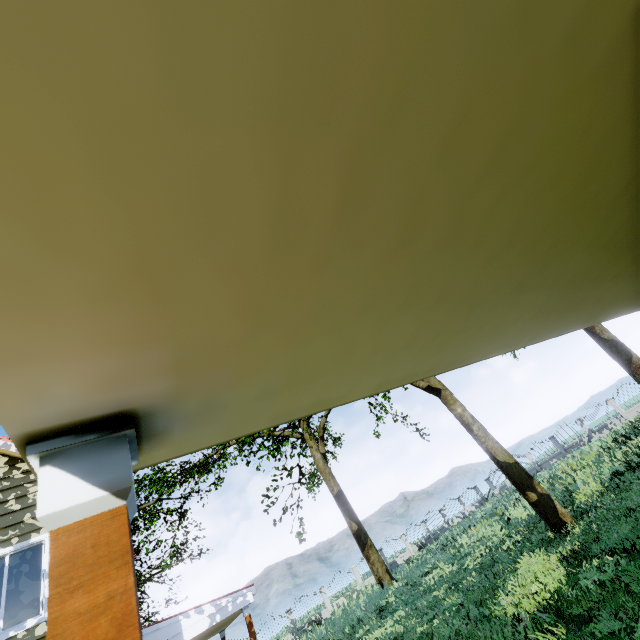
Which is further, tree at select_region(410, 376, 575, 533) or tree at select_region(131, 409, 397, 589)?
tree at select_region(131, 409, 397, 589)

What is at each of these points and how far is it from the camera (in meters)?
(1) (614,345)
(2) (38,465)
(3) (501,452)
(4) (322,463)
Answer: (1) tree, 14.95
(2) pillar, 0.71
(3) tree, 12.06
(4) tree, 25.55

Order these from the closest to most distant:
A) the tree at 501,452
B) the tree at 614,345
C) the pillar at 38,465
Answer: the pillar at 38,465 → the tree at 501,452 → the tree at 614,345

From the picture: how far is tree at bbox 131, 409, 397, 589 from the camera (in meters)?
14.74

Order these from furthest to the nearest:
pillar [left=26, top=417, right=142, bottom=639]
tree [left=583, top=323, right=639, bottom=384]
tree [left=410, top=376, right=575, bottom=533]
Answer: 1. tree [left=583, top=323, right=639, bottom=384]
2. tree [left=410, top=376, right=575, bottom=533]
3. pillar [left=26, top=417, right=142, bottom=639]

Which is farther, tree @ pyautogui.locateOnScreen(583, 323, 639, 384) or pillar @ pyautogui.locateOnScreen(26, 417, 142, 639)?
tree @ pyautogui.locateOnScreen(583, 323, 639, 384)

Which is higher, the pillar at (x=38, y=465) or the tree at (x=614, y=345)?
the tree at (x=614, y=345)
